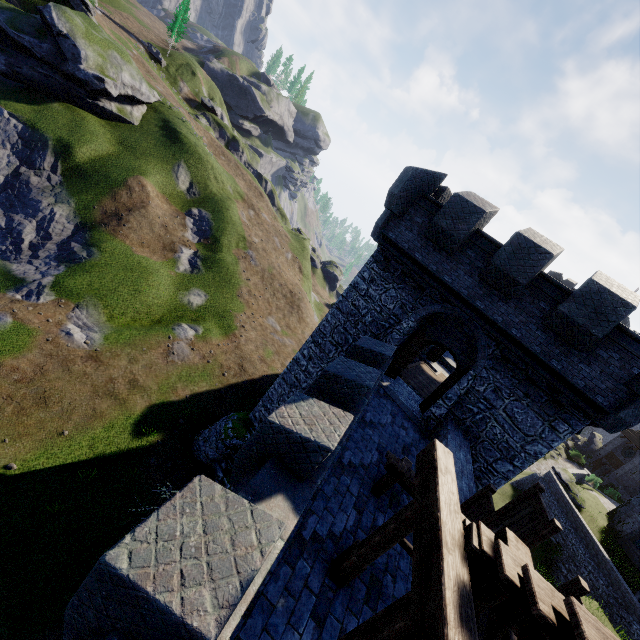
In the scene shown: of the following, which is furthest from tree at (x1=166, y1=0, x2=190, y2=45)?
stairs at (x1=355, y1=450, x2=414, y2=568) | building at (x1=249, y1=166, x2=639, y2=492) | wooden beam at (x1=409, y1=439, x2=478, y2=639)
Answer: wooden beam at (x1=409, y1=439, x2=478, y2=639)

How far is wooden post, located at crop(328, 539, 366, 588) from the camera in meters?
5.5 m

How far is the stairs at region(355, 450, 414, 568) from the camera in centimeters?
510cm

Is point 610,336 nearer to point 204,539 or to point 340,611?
point 340,611

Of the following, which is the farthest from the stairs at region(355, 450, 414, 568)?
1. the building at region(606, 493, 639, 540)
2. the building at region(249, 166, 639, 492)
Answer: the building at region(606, 493, 639, 540)

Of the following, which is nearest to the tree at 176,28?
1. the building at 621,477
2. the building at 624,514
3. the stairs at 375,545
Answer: the stairs at 375,545

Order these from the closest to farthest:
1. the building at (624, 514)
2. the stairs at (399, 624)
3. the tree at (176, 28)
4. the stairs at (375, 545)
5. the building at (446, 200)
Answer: the stairs at (399, 624)
the stairs at (375, 545)
the building at (446, 200)
the building at (624, 514)
the tree at (176, 28)

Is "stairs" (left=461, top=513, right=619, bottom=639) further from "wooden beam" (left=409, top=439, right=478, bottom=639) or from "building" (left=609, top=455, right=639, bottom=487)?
"building" (left=609, top=455, right=639, bottom=487)
